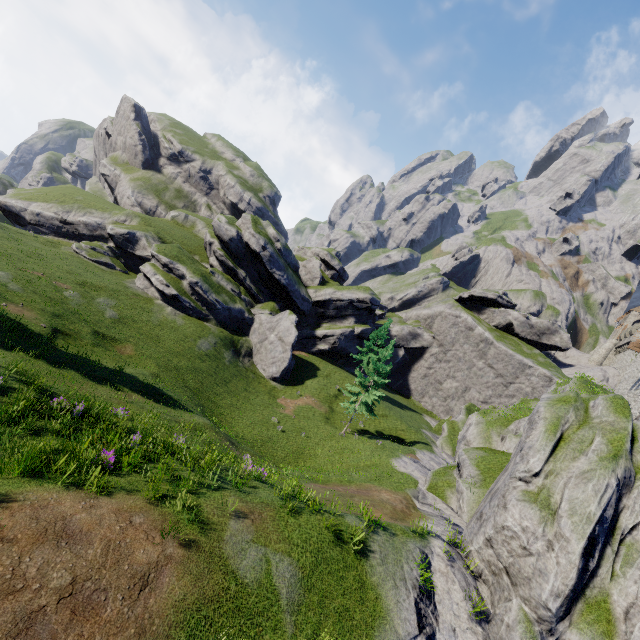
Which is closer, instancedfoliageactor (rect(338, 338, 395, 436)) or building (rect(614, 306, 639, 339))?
instancedfoliageactor (rect(338, 338, 395, 436))

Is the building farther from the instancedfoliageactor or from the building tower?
the instancedfoliageactor

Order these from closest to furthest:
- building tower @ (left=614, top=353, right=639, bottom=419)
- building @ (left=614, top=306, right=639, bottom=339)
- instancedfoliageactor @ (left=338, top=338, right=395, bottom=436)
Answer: building tower @ (left=614, top=353, right=639, bottom=419) → instancedfoliageactor @ (left=338, top=338, right=395, bottom=436) → building @ (left=614, top=306, right=639, bottom=339)

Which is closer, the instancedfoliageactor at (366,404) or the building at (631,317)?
the instancedfoliageactor at (366,404)

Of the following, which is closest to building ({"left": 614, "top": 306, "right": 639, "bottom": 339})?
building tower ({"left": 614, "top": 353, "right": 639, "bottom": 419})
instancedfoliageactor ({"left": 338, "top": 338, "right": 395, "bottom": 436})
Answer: building tower ({"left": 614, "top": 353, "right": 639, "bottom": 419})

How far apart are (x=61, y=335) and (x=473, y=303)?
58.6 meters

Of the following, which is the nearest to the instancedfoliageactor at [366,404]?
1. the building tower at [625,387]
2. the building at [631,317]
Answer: the building tower at [625,387]
